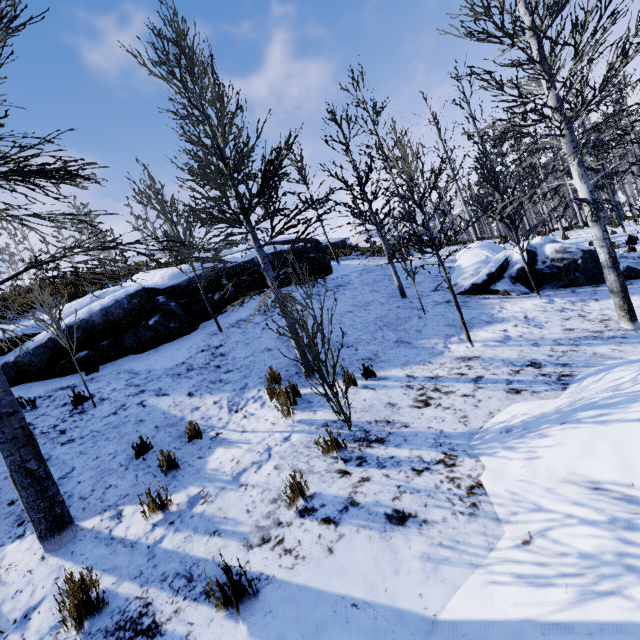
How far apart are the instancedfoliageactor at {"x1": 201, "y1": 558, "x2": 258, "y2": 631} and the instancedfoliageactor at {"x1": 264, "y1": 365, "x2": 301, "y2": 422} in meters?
3.5

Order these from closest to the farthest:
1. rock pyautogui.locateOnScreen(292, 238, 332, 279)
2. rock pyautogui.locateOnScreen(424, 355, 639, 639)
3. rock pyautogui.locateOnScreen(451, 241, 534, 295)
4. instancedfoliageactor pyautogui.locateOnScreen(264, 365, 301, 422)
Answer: rock pyautogui.locateOnScreen(424, 355, 639, 639) < instancedfoliageactor pyautogui.locateOnScreen(264, 365, 301, 422) < rock pyautogui.locateOnScreen(451, 241, 534, 295) < rock pyautogui.locateOnScreen(292, 238, 332, 279)

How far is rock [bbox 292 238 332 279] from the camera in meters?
13.6

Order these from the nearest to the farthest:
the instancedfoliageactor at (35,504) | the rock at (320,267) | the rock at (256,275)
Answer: the instancedfoliageactor at (35,504), the rock at (256,275), the rock at (320,267)

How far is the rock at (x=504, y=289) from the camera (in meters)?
9.86

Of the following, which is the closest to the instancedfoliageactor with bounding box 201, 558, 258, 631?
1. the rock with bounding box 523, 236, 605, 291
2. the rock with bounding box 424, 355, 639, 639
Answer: the rock with bounding box 424, 355, 639, 639

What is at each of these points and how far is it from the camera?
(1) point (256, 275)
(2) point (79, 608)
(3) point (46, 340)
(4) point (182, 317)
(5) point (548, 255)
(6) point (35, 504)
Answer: (1) rock, 12.6m
(2) instancedfoliageactor, 2.8m
(3) rock, 8.0m
(4) rock, 9.5m
(5) rock, 9.9m
(6) instancedfoliageactor, 3.5m
